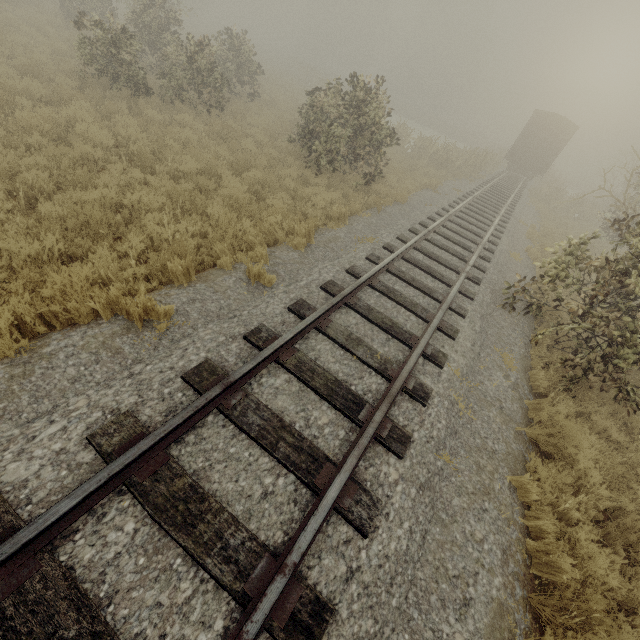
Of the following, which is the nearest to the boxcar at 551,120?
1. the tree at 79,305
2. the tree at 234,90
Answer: the tree at 234,90

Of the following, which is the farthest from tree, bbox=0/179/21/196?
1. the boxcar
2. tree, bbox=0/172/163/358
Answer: the boxcar

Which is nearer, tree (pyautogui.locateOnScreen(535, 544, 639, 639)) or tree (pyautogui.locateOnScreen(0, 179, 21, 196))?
tree (pyautogui.locateOnScreen(535, 544, 639, 639))

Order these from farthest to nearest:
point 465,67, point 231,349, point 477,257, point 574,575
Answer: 1. point 465,67
2. point 477,257
3. point 231,349
4. point 574,575

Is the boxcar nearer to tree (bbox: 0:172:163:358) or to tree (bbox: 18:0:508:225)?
tree (bbox: 18:0:508:225)

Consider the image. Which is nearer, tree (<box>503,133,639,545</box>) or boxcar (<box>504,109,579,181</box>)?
tree (<box>503,133,639,545</box>)
